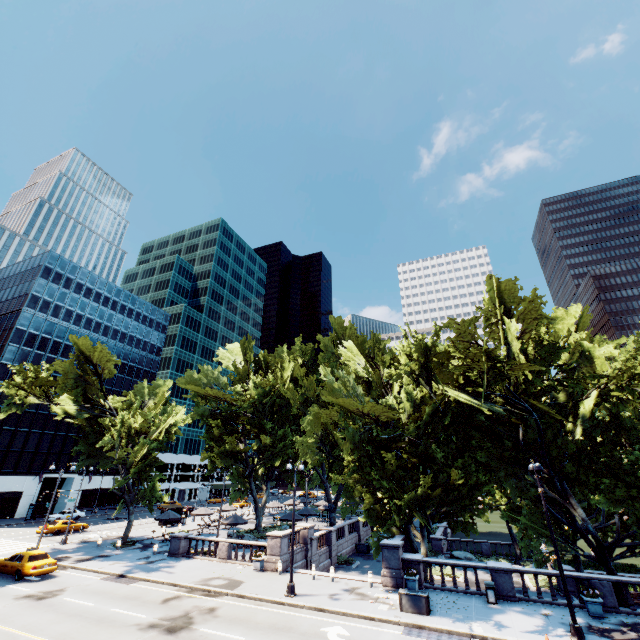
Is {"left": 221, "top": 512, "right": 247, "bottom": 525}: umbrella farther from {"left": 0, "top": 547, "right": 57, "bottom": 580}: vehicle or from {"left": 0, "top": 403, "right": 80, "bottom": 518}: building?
{"left": 0, "top": 403, "right": 80, "bottom": 518}: building

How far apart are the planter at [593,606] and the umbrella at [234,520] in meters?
26.9 m

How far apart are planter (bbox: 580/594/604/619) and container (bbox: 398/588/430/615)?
8.0m

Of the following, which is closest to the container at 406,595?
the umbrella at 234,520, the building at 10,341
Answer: the umbrella at 234,520

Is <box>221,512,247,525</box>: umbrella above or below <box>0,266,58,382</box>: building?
below

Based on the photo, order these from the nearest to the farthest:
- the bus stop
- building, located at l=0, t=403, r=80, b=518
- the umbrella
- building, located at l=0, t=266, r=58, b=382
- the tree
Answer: the tree, the umbrella, the bus stop, building, located at l=0, t=403, r=80, b=518, building, located at l=0, t=266, r=58, b=382

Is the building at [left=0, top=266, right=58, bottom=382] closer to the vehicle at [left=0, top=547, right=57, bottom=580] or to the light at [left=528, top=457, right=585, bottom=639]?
the vehicle at [left=0, top=547, right=57, bottom=580]

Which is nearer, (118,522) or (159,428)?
(159,428)
